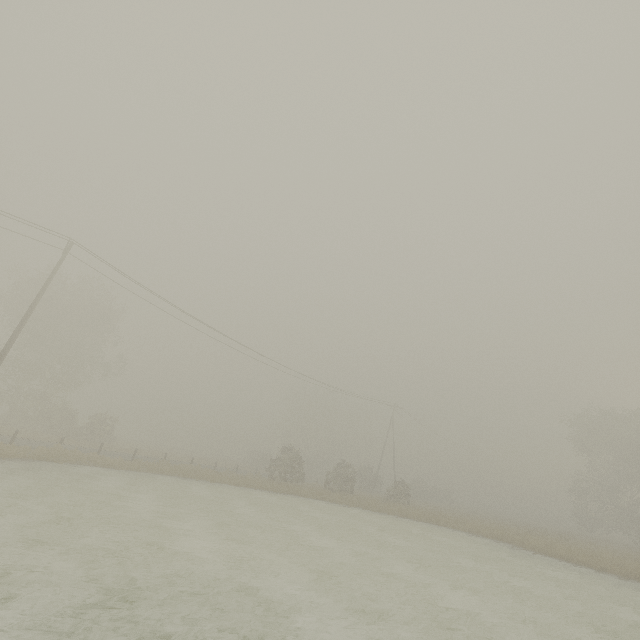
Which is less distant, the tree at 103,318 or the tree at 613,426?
the tree at 613,426

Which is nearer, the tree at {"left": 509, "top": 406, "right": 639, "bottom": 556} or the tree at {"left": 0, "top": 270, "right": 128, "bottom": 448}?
the tree at {"left": 509, "top": 406, "right": 639, "bottom": 556}

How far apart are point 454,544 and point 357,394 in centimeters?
2127cm
